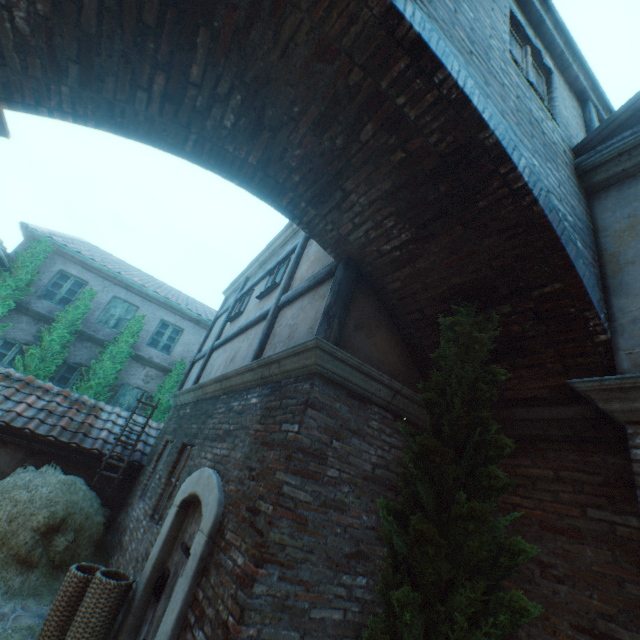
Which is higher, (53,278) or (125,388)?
(53,278)

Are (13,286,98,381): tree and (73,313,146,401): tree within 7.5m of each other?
A: yes

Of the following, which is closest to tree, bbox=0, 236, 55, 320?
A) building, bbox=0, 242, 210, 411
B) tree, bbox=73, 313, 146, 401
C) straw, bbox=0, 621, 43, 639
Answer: building, bbox=0, 242, 210, 411

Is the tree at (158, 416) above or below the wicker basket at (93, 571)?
above

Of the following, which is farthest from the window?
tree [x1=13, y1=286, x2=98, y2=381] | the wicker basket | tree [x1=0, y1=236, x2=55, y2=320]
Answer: tree [x1=0, y1=236, x2=55, y2=320]

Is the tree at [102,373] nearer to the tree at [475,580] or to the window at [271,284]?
the window at [271,284]

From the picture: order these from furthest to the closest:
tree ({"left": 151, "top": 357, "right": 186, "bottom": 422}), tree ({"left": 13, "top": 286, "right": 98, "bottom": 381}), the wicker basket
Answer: tree ({"left": 151, "top": 357, "right": 186, "bottom": 422})
tree ({"left": 13, "top": 286, "right": 98, "bottom": 381})
the wicker basket

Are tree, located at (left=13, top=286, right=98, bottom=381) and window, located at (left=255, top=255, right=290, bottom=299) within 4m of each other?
no
